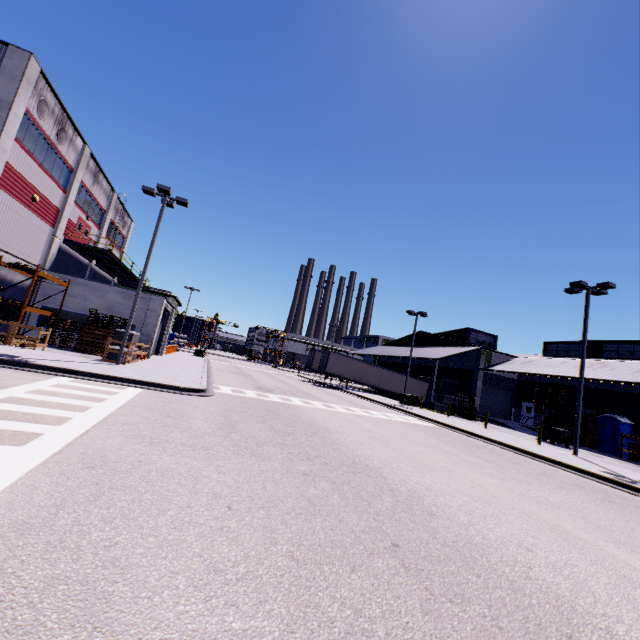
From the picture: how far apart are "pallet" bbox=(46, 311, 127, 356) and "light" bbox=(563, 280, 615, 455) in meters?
28.8 m

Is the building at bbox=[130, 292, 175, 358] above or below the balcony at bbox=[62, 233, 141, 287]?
below

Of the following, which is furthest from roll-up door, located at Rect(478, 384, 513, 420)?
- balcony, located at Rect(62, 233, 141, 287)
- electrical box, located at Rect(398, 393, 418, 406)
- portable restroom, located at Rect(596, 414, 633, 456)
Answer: balcony, located at Rect(62, 233, 141, 287)

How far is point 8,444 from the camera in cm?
533

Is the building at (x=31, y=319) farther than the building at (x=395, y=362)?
No

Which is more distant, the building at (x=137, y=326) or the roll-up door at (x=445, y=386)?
the roll-up door at (x=445, y=386)

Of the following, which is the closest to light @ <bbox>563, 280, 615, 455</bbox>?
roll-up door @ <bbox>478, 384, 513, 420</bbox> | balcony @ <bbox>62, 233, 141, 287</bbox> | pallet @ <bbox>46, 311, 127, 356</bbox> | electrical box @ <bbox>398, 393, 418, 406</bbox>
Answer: electrical box @ <bbox>398, 393, 418, 406</bbox>

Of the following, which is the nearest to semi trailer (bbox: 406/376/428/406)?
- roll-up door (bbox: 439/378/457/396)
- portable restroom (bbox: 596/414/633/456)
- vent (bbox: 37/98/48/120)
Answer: roll-up door (bbox: 439/378/457/396)
